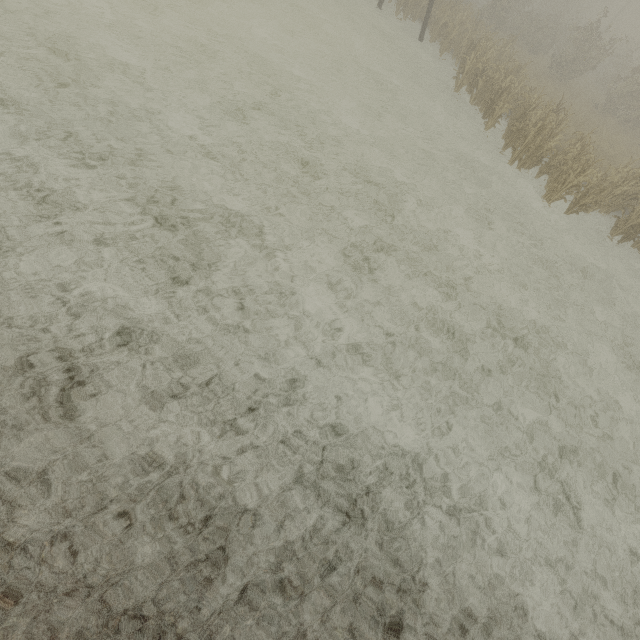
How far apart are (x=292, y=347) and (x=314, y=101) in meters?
8.9 m

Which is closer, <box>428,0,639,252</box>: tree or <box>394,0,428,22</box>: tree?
<box>428,0,639,252</box>: tree

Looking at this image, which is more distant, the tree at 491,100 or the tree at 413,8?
the tree at 413,8
